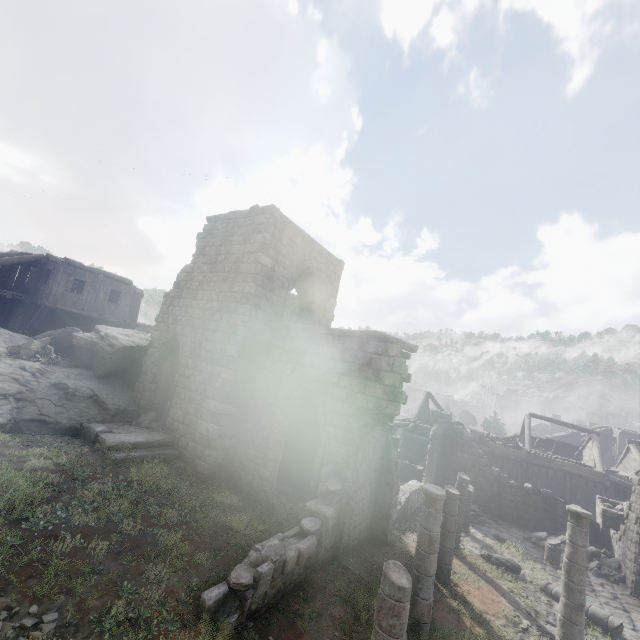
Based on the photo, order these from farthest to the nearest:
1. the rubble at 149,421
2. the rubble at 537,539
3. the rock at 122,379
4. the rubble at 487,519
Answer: the rubble at 487,519
the rubble at 537,539
the rubble at 149,421
the rock at 122,379

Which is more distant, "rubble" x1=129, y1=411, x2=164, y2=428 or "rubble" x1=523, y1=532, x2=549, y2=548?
"rubble" x1=523, y1=532, x2=549, y2=548

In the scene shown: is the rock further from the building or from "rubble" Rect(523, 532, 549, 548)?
"rubble" Rect(523, 532, 549, 548)

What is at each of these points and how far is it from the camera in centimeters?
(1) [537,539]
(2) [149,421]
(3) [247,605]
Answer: (1) rubble, 1692cm
(2) rubble, 1327cm
(3) building, 604cm

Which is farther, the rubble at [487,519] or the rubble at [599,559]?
the rubble at [487,519]

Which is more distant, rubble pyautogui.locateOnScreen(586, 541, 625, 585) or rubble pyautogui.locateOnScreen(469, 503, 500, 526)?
rubble pyautogui.locateOnScreen(469, 503, 500, 526)

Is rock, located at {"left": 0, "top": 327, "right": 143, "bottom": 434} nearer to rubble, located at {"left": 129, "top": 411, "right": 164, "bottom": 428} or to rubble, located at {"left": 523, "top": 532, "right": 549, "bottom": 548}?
rubble, located at {"left": 129, "top": 411, "right": 164, "bottom": 428}

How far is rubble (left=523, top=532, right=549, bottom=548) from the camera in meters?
16.7
